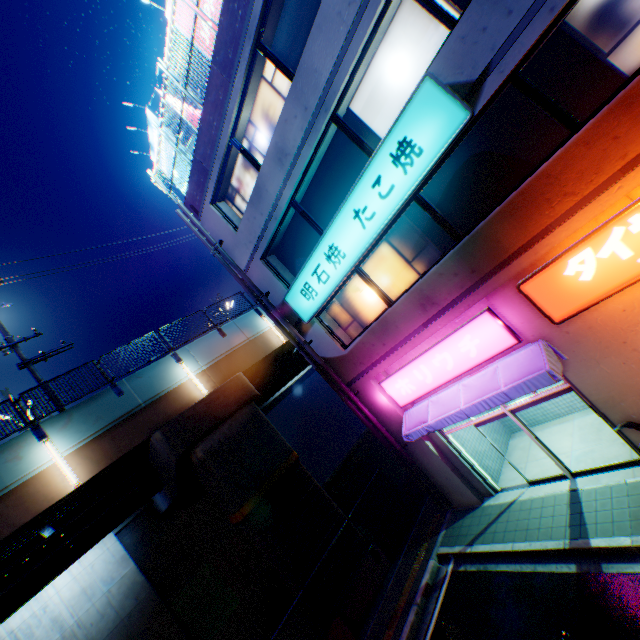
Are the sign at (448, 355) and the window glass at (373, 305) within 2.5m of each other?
yes

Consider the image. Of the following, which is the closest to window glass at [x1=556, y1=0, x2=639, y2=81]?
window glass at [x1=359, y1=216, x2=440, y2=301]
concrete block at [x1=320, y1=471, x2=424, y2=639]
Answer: window glass at [x1=359, y1=216, x2=440, y2=301]

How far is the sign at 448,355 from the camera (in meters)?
8.00

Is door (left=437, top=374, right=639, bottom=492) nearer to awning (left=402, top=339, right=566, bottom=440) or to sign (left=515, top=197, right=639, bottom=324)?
awning (left=402, top=339, right=566, bottom=440)

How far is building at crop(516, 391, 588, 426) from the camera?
10.69m

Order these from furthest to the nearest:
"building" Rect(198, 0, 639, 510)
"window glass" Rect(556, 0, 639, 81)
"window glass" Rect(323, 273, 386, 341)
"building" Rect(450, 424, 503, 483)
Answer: "building" Rect(450, 424, 503, 483), "window glass" Rect(323, 273, 386, 341), "building" Rect(198, 0, 639, 510), "window glass" Rect(556, 0, 639, 81)

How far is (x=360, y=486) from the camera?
26.73m

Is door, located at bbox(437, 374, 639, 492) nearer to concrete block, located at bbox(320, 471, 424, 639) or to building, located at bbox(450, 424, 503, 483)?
building, located at bbox(450, 424, 503, 483)
